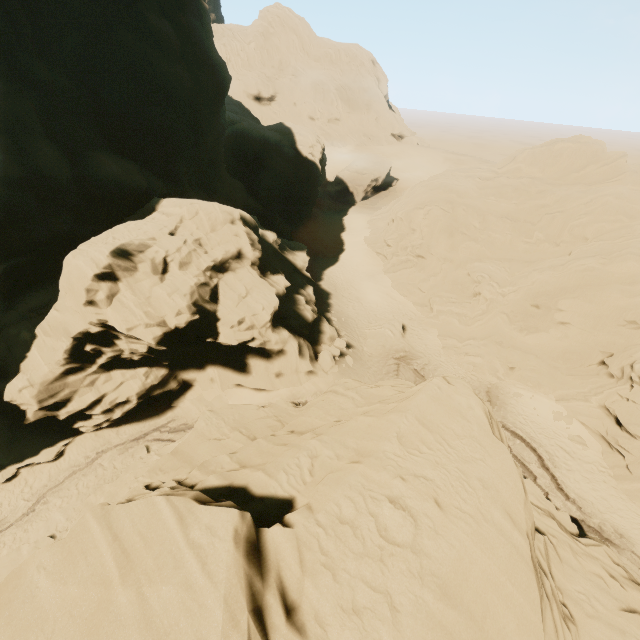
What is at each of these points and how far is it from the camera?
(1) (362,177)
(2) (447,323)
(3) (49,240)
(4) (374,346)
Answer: (1) rock, 55.6 meters
(2) rock, 29.8 meters
(3) rock, 20.4 meters
(4) rock, 28.1 meters

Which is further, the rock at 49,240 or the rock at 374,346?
the rock at 374,346

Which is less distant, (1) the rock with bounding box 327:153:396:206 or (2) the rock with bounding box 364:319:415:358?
(2) the rock with bounding box 364:319:415:358

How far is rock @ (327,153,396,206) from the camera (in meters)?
55.38

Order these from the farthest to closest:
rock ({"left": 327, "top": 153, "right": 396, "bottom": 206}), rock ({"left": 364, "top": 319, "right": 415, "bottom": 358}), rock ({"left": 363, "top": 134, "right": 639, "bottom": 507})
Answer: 1. rock ({"left": 327, "top": 153, "right": 396, "bottom": 206})
2. rock ({"left": 364, "top": 319, "right": 415, "bottom": 358})
3. rock ({"left": 363, "top": 134, "right": 639, "bottom": 507})

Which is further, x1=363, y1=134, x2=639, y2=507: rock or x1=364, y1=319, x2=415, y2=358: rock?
x1=364, y1=319, x2=415, y2=358: rock

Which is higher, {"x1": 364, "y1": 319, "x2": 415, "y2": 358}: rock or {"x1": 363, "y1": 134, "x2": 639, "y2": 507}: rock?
{"x1": 363, "y1": 134, "x2": 639, "y2": 507}: rock

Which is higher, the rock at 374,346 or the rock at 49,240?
the rock at 49,240
